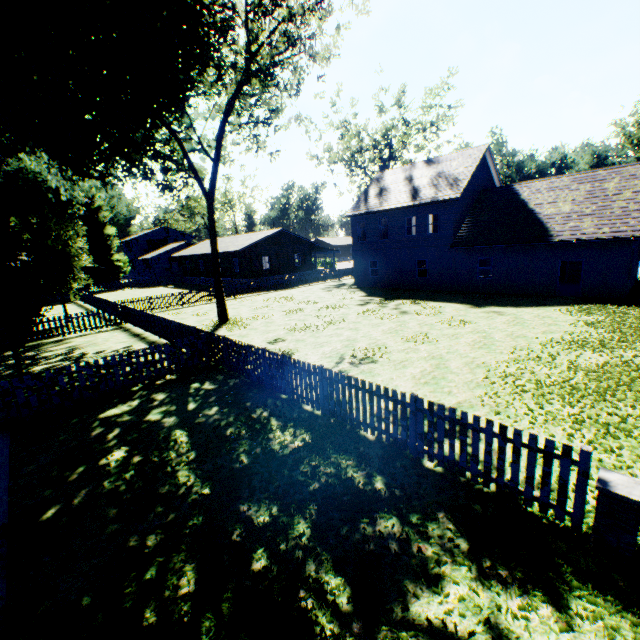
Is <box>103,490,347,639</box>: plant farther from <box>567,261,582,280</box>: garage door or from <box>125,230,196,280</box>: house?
<box>567,261,582,280</box>: garage door

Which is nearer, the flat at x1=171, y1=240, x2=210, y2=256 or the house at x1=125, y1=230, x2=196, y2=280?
the flat at x1=171, y1=240, x2=210, y2=256

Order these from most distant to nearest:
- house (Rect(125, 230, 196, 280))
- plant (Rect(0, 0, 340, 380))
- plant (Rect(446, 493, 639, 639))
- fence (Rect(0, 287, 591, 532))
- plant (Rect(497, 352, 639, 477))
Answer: house (Rect(125, 230, 196, 280)) < plant (Rect(0, 0, 340, 380)) < plant (Rect(497, 352, 639, 477)) < fence (Rect(0, 287, 591, 532)) < plant (Rect(446, 493, 639, 639))

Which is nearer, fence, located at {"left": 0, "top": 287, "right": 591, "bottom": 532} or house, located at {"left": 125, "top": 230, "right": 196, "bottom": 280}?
fence, located at {"left": 0, "top": 287, "right": 591, "bottom": 532}

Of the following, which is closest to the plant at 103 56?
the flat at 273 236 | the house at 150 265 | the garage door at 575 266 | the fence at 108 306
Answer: the fence at 108 306

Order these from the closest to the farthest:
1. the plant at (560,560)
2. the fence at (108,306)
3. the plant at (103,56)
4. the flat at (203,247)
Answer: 1. the plant at (560,560)
2. the fence at (108,306)
3. the plant at (103,56)
4. the flat at (203,247)

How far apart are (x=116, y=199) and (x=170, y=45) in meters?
54.8 m

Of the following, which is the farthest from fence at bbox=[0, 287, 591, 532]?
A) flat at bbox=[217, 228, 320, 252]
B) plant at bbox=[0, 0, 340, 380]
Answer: flat at bbox=[217, 228, 320, 252]
